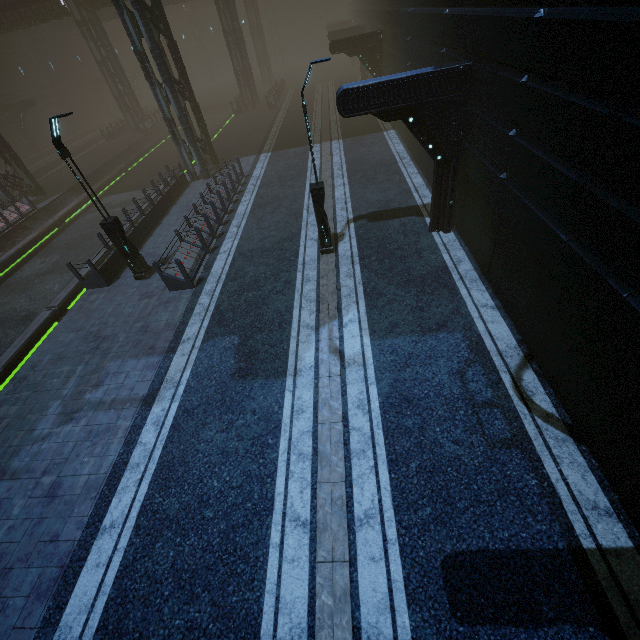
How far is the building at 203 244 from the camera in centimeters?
1172cm

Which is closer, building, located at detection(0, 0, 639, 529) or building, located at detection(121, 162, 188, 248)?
building, located at detection(0, 0, 639, 529)

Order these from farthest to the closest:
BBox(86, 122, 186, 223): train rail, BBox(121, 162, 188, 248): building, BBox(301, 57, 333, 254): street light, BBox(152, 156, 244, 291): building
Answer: BBox(86, 122, 186, 223): train rail → BBox(121, 162, 188, 248): building → BBox(152, 156, 244, 291): building → BBox(301, 57, 333, 254): street light

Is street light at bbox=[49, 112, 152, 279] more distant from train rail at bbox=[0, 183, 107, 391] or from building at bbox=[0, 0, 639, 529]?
train rail at bbox=[0, 183, 107, 391]

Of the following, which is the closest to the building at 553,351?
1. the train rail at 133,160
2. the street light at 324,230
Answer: the train rail at 133,160

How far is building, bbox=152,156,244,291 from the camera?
11.72m

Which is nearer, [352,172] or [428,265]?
[428,265]

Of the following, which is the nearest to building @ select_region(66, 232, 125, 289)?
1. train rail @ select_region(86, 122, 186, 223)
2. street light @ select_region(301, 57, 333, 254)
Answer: train rail @ select_region(86, 122, 186, 223)
